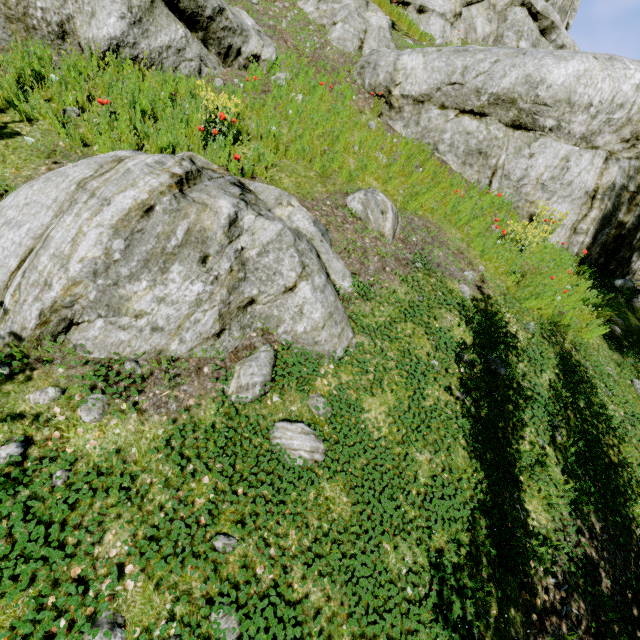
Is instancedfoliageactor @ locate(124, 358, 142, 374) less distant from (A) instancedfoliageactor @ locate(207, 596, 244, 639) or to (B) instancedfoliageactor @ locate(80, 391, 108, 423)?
(B) instancedfoliageactor @ locate(80, 391, 108, 423)

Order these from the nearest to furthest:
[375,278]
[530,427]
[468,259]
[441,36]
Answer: [530,427]
[375,278]
[468,259]
[441,36]

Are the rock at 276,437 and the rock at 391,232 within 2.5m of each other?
no

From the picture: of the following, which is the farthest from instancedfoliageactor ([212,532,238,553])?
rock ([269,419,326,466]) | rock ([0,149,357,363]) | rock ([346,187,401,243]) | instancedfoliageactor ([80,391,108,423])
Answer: rock ([346,187,401,243])

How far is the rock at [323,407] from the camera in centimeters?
332cm

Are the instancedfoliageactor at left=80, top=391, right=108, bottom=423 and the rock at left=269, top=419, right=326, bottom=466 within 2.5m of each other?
yes

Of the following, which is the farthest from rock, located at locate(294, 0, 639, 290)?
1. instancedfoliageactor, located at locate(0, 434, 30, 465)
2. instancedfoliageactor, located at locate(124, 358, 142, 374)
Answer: instancedfoliageactor, located at locate(0, 434, 30, 465)

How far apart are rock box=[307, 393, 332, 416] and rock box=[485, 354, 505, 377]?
2.6 meters
